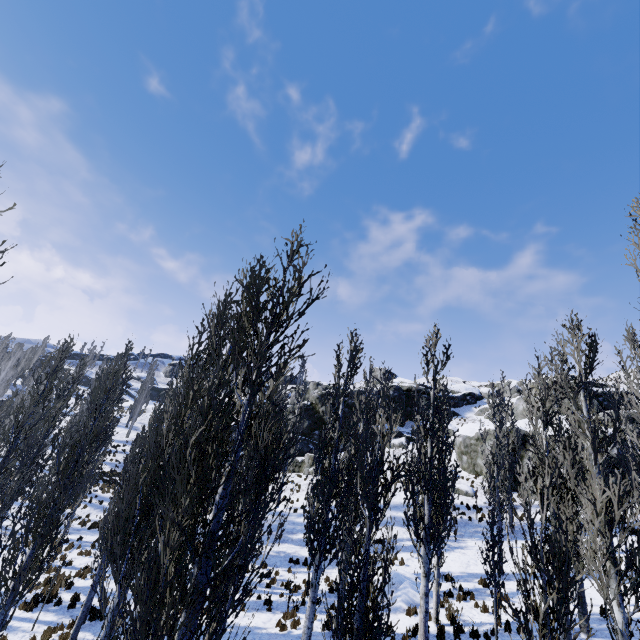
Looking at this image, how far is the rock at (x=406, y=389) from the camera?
38.78m

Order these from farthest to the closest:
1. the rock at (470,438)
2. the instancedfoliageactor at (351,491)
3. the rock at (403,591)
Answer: the rock at (470,438) < the rock at (403,591) < the instancedfoliageactor at (351,491)

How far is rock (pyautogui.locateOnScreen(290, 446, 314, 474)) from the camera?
33.8m

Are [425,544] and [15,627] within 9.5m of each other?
no

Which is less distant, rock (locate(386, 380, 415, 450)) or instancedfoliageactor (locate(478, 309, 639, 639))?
instancedfoliageactor (locate(478, 309, 639, 639))

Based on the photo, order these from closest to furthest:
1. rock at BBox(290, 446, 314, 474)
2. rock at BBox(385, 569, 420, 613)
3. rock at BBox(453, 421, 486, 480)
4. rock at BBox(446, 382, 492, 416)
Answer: rock at BBox(385, 569, 420, 613) → rock at BBox(453, 421, 486, 480) → rock at BBox(290, 446, 314, 474) → rock at BBox(446, 382, 492, 416)
